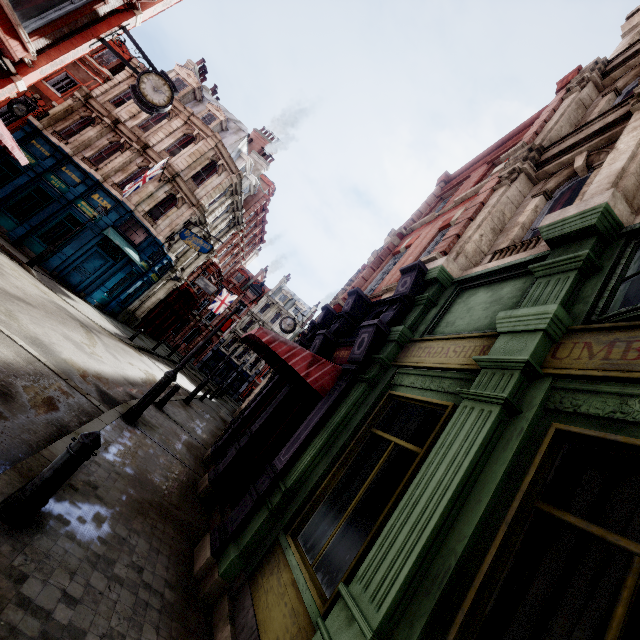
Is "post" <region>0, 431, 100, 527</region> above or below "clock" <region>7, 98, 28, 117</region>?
below

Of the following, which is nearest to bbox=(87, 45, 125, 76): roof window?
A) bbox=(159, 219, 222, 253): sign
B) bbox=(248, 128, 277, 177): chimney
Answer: bbox=(248, 128, 277, 177): chimney

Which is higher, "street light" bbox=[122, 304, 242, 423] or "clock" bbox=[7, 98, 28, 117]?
"clock" bbox=[7, 98, 28, 117]

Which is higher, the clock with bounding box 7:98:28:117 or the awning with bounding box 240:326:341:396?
the clock with bounding box 7:98:28:117

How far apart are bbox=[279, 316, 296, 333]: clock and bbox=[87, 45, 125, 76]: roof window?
22.0m

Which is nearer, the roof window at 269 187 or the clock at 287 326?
the clock at 287 326

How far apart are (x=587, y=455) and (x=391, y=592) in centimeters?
190cm

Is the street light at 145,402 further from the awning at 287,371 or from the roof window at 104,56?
the roof window at 104,56
